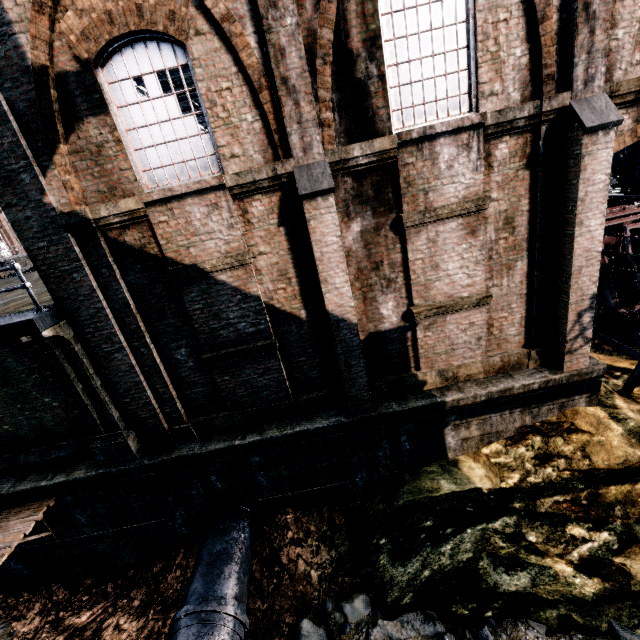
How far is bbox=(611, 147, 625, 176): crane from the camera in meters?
13.1

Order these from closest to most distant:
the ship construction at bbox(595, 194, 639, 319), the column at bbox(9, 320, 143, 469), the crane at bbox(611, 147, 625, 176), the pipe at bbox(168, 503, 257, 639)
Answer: the pipe at bbox(168, 503, 257, 639), the column at bbox(9, 320, 143, 469), the ship construction at bbox(595, 194, 639, 319), the crane at bbox(611, 147, 625, 176)

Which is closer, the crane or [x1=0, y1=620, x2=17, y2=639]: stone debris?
[x1=0, y1=620, x2=17, y2=639]: stone debris

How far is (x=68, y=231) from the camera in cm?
754

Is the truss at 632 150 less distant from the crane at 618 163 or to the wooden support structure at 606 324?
the crane at 618 163

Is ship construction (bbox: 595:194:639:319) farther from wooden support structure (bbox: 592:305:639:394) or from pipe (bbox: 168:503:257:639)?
pipe (bbox: 168:503:257:639)

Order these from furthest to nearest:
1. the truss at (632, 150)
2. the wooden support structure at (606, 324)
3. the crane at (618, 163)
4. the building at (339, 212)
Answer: the crane at (618, 163)
the truss at (632, 150)
the wooden support structure at (606, 324)
the building at (339, 212)

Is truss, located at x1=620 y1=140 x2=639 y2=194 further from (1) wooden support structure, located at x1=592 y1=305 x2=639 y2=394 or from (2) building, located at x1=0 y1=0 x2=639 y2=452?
(1) wooden support structure, located at x1=592 y1=305 x2=639 y2=394
